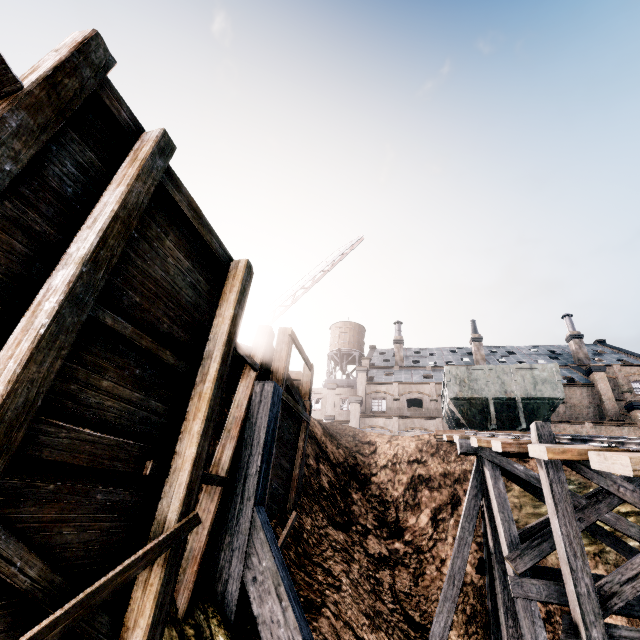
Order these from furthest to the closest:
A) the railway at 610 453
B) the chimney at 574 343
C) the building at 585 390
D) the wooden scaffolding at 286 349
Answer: the chimney at 574 343
the building at 585 390
the wooden scaffolding at 286 349
the railway at 610 453

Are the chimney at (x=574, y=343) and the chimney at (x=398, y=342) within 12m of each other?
no

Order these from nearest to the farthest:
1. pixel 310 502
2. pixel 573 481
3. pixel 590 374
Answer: pixel 310 502 → pixel 573 481 → pixel 590 374

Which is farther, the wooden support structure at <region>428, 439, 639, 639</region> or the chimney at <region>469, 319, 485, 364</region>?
the chimney at <region>469, 319, 485, 364</region>

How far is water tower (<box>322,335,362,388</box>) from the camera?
55.9 meters

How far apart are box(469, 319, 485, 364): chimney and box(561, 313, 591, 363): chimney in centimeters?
1078cm

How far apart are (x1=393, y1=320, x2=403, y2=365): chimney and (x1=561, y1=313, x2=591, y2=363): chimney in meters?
22.0

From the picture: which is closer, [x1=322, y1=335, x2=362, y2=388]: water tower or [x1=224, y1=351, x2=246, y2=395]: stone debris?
[x1=224, y1=351, x2=246, y2=395]: stone debris
